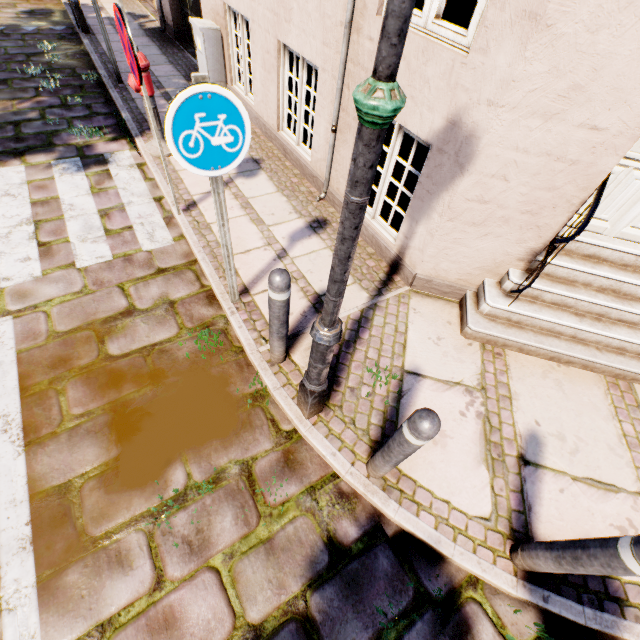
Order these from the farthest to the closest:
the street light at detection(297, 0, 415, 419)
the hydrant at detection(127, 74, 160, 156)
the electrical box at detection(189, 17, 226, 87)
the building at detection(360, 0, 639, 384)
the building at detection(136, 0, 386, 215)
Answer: the electrical box at detection(189, 17, 226, 87), the hydrant at detection(127, 74, 160, 156), the building at detection(136, 0, 386, 215), the building at detection(360, 0, 639, 384), the street light at detection(297, 0, 415, 419)

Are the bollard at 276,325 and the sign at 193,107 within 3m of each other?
yes

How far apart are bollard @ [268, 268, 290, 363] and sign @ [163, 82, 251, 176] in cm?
77

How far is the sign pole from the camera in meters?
2.3 m

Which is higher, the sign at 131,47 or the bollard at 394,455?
the sign at 131,47

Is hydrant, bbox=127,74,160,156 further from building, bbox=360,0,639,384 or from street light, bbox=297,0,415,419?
street light, bbox=297,0,415,419

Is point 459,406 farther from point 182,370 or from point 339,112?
point 339,112

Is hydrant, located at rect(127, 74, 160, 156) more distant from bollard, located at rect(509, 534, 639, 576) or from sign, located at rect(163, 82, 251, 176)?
bollard, located at rect(509, 534, 639, 576)
